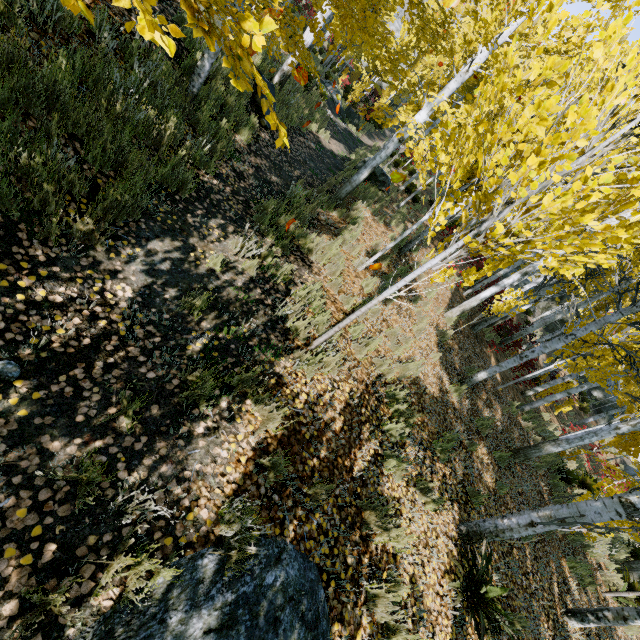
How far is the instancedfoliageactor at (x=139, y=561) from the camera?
1.78m

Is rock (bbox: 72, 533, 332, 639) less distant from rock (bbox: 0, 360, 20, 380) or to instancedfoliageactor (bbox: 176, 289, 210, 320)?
instancedfoliageactor (bbox: 176, 289, 210, 320)

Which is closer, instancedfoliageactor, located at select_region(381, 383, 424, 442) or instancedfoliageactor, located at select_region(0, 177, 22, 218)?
instancedfoliageactor, located at select_region(0, 177, 22, 218)

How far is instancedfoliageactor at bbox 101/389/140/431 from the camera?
2.36m

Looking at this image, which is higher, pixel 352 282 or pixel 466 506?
pixel 352 282

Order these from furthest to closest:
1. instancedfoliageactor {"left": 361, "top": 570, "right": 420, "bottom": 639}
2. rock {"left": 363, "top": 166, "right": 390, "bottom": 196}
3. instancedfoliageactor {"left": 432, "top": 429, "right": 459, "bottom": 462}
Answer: rock {"left": 363, "top": 166, "right": 390, "bottom": 196} < instancedfoliageactor {"left": 432, "top": 429, "right": 459, "bottom": 462} < instancedfoliageactor {"left": 361, "top": 570, "right": 420, "bottom": 639}

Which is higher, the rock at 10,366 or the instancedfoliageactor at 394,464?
the instancedfoliageactor at 394,464
